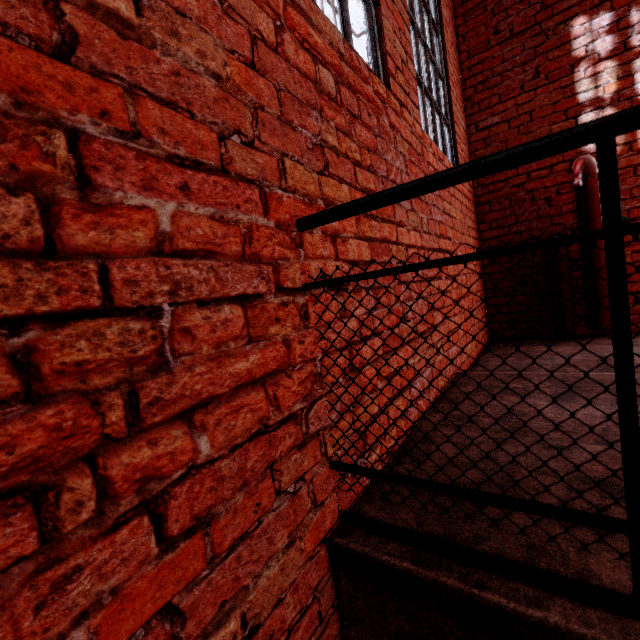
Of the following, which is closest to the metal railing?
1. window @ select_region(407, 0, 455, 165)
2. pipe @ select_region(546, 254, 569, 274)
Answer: window @ select_region(407, 0, 455, 165)

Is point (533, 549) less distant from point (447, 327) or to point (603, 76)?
point (447, 327)

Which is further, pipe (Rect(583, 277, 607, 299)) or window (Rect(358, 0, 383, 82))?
pipe (Rect(583, 277, 607, 299))

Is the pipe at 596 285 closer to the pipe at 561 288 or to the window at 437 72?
the pipe at 561 288

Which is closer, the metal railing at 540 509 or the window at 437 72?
the metal railing at 540 509

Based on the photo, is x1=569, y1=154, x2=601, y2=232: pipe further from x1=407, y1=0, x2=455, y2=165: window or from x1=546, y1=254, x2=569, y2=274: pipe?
x1=407, y1=0, x2=455, y2=165: window

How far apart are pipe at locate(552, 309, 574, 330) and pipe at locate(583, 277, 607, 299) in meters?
0.1 m
